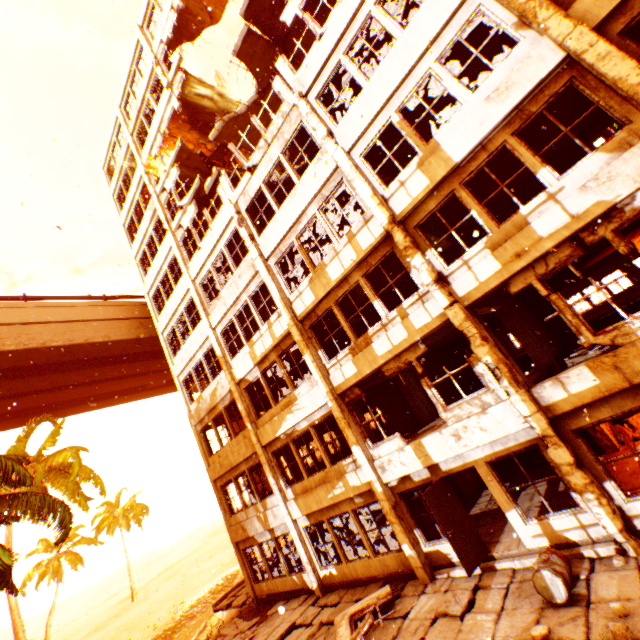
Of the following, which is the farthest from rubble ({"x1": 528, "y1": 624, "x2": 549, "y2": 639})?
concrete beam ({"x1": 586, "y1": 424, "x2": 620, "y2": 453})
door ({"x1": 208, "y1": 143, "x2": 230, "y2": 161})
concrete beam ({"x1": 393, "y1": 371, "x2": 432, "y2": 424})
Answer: door ({"x1": 208, "y1": 143, "x2": 230, "y2": 161})

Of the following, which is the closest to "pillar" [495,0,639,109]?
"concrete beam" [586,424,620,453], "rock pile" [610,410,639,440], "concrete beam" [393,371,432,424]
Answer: "concrete beam" [393,371,432,424]

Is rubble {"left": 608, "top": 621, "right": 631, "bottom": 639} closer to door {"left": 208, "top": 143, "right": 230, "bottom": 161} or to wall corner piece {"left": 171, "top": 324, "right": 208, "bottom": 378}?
wall corner piece {"left": 171, "top": 324, "right": 208, "bottom": 378}

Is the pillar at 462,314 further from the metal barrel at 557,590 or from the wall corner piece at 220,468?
the metal barrel at 557,590

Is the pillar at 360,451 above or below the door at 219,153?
below

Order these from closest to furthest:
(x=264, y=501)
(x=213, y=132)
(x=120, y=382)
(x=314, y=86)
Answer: (x=314, y=86), (x=264, y=501), (x=213, y=132), (x=120, y=382)

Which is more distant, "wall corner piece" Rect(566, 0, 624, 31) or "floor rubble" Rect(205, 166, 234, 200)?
"floor rubble" Rect(205, 166, 234, 200)

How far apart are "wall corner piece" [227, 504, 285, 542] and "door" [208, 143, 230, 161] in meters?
17.9
